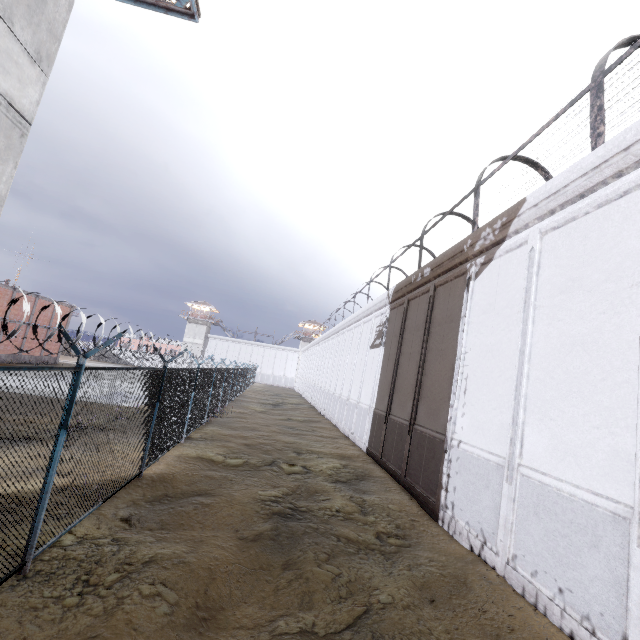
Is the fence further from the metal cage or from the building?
the metal cage

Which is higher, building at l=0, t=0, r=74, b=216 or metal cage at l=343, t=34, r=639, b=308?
metal cage at l=343, t=34, r=639, b=308

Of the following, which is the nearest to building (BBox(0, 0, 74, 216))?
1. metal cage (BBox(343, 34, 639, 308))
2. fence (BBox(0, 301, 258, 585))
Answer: fence (BBox(0, 301, 258, 585))

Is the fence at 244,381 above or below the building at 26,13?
below

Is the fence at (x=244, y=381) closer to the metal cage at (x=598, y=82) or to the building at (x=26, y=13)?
the building at (x=26, y=13)

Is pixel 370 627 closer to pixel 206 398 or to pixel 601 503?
pixel 601 503
